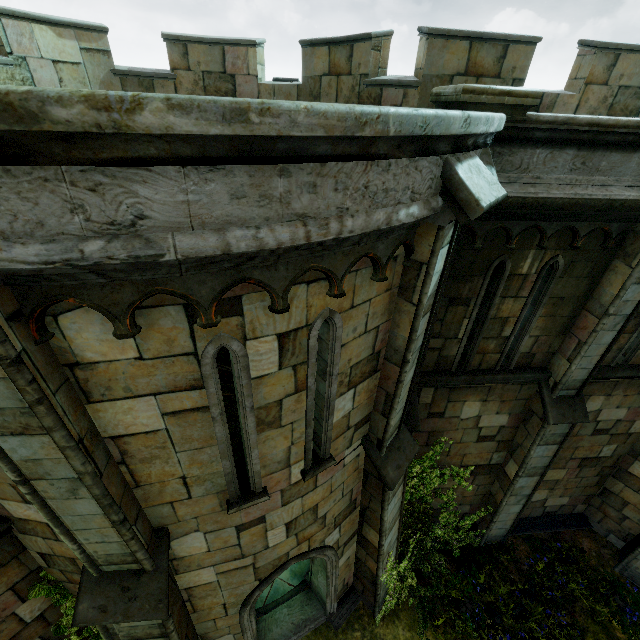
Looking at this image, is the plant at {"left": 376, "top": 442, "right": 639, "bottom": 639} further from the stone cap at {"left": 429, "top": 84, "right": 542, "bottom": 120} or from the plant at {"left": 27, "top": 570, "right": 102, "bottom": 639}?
the stone cap at {"left": 429, "top": 84, "right": 542, "bottom": 120}

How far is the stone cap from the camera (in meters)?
3.63

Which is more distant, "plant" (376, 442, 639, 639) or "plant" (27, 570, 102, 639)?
"plant" (376, 442, 639, 639)

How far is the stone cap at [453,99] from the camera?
3.6 meters

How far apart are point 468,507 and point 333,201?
10.13m

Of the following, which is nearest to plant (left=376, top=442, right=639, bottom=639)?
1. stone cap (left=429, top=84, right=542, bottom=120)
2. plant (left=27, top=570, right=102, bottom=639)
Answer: plant (left=27, top=570, right=102, bottom=639)

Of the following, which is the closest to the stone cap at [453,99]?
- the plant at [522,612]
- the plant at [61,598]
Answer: the plant at [522,612]

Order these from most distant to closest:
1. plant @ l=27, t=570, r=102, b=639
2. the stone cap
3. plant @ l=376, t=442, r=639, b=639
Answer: plant @ l=376, t=442, r=639, b=639 → plant @ l=27, t=570, r=102, b=639 → the stone cap
